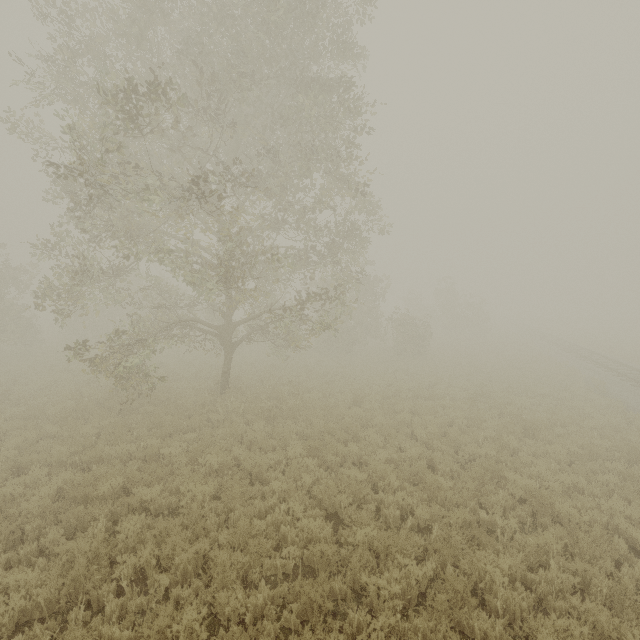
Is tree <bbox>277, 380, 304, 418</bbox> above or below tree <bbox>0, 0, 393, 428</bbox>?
below

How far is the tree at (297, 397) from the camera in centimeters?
1281cm

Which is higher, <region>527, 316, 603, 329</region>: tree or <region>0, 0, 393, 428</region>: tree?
<region>0, 0, 393, 428</region>: tree

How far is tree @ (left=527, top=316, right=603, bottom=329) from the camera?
51.21m

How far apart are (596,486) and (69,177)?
19.2m

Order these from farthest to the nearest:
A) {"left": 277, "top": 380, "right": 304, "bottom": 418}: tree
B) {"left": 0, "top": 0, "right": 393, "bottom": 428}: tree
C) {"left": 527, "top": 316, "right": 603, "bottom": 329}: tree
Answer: {"left": 527, "top": 316, "right": 603, "bottom": 329}: tree, {"left": 277, "top": 380, "right": 304, "bottom": 418}: tree, {"left": 0, "top": 0, "right": 393, "bottom": 428}: tree

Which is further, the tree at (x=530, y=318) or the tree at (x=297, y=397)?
the tree at (x=530, y=318)

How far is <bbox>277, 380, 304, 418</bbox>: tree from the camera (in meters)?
12.81
